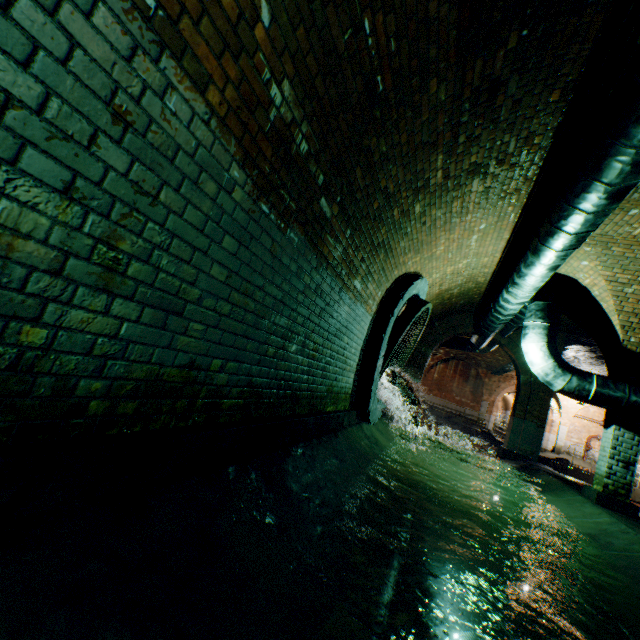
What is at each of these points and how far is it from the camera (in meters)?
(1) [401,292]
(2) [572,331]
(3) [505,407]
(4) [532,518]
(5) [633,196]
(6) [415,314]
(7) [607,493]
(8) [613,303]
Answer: (1) sewerage pipe, 5.97
(2) building tunnel, 10.38
(3) building tunnel, 39.78
(4) building tunnel, 4.90
(5) support arch, 4.29
(6) sewer grate, 6.23
(7) support arch, 6.02
(8) support arch, 6.12

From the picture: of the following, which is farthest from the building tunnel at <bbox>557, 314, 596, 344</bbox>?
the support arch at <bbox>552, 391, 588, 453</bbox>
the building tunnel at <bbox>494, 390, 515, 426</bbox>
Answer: the building tunnel at <bbox>494, 390, 515, 426</bbox>

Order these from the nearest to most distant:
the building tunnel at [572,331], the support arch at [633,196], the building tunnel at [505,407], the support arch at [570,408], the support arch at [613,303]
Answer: the support arch at [633,196] → the support arch at [613,303] → the building tunnel at [572,331] → the support arch at [570,408] → the building tunnel at [505,407]

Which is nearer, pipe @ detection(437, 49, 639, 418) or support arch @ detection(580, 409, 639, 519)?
pipe @ detection(437, 49, 639, 418)

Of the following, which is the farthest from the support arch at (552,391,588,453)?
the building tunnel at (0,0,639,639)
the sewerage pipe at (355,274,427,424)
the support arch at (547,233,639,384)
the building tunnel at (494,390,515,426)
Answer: the sewerage pipe at (355,274,427,424)

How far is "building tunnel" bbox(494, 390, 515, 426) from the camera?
35.37m

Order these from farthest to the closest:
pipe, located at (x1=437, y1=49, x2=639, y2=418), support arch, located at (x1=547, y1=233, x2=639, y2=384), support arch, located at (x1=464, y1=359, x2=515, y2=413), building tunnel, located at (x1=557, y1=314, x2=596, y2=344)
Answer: support arch, located at (x1=464, y1=359, x2=515, y2=413) < building tunnel, located at (x1=557, y1=314, x2=596, y2=344) < support arch, located at (x1=547, y1=233, x2=639, y2=384) < pipe, located at (x1=437, y1=49, x2=639, y2=418)

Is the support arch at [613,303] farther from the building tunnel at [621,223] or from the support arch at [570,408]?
the support arch at [570,408]
